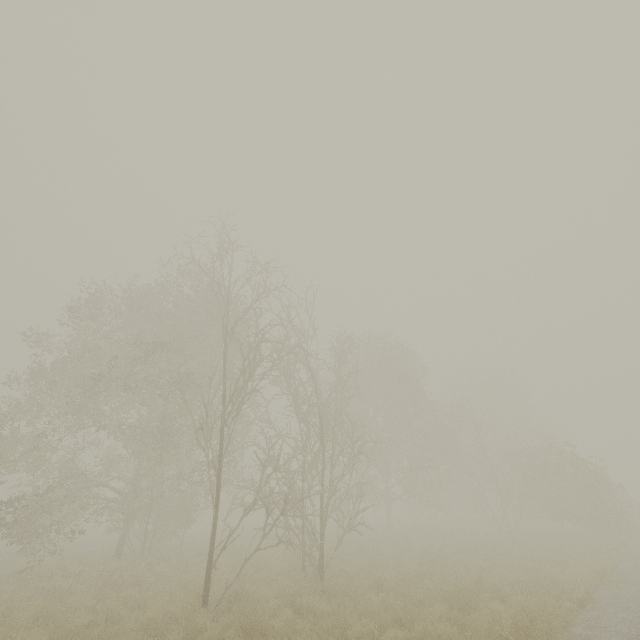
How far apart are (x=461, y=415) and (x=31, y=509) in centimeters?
3926cm
